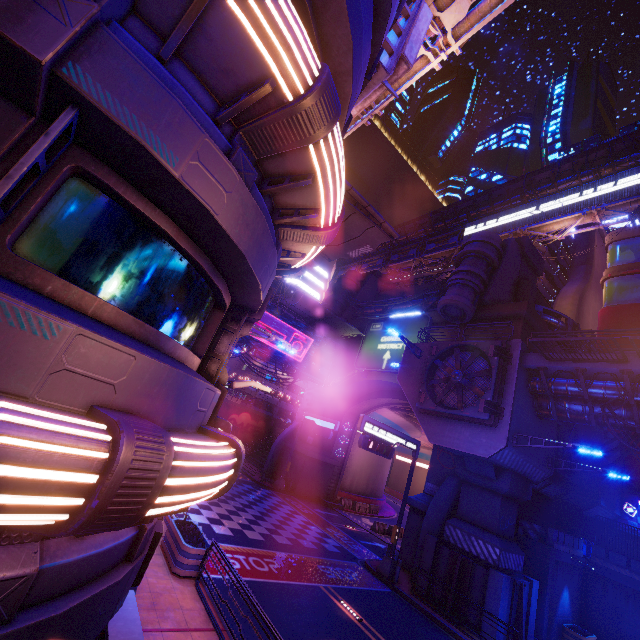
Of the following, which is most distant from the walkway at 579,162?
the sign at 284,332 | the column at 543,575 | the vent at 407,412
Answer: the sign at 284,332

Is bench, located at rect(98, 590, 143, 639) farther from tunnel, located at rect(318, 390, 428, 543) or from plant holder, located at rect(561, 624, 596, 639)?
plant holder, located at rect(561, 624, 596, 639)

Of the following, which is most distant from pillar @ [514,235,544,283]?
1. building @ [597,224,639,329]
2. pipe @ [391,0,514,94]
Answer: pipe @ [391,0,514,94]

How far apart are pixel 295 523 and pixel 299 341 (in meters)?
15.66

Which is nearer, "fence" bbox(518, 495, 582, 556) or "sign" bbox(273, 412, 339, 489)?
"fence" bbox(518, 495, 582, 556)

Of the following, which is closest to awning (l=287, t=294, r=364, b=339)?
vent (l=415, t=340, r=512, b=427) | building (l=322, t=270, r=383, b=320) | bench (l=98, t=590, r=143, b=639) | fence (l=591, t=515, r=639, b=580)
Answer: building (l=322, t=270, r=383, b=320)

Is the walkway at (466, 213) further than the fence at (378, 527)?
Yes

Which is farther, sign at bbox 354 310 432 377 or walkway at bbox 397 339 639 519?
sign at bbox 354 310 432 377
